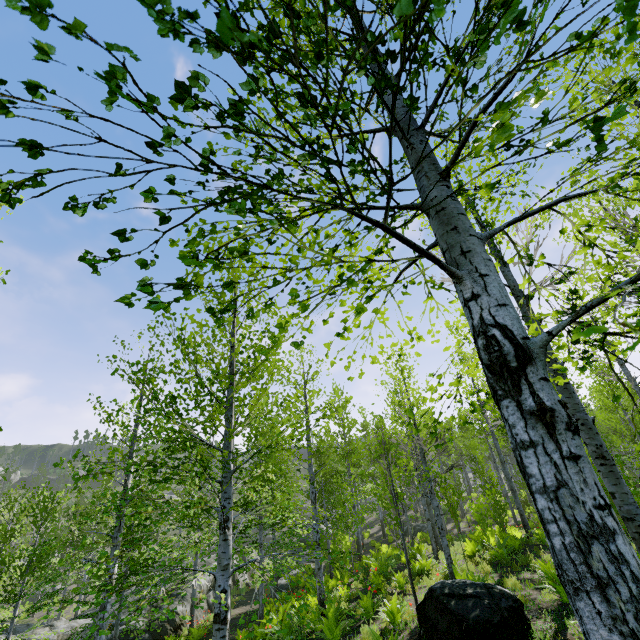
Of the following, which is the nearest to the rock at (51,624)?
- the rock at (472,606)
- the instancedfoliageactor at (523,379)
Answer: the instancedfoliageactor at (523,379)

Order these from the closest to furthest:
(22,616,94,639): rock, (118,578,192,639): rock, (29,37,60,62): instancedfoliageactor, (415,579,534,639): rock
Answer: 1. (29,37,60,62): instancedfoliageactor
2. (415,579,534,639): rock
3. (118,578,192,639): rock
4. (22,616,94,639): rock

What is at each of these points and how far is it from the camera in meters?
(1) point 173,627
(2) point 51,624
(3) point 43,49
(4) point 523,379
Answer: (1) rock, 16.5 m
(2) rock, 18.4 m
(3) instancedfoliageactor, 0.7 m
(4) instancedfoliageactor, 1.5 m

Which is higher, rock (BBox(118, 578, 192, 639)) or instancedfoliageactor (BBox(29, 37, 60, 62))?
instancedfoliageactor (BBox(29, 37, 60, 62))

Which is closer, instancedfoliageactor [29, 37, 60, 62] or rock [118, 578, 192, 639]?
instancedfoliageactor [29, 37, 60, 62]

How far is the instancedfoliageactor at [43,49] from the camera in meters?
0.7 m

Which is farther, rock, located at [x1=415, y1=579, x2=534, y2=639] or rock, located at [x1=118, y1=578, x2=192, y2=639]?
rock, located at [x1=118, y1=578, x2=192, y2=639]

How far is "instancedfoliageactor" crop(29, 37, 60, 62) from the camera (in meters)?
0.72
